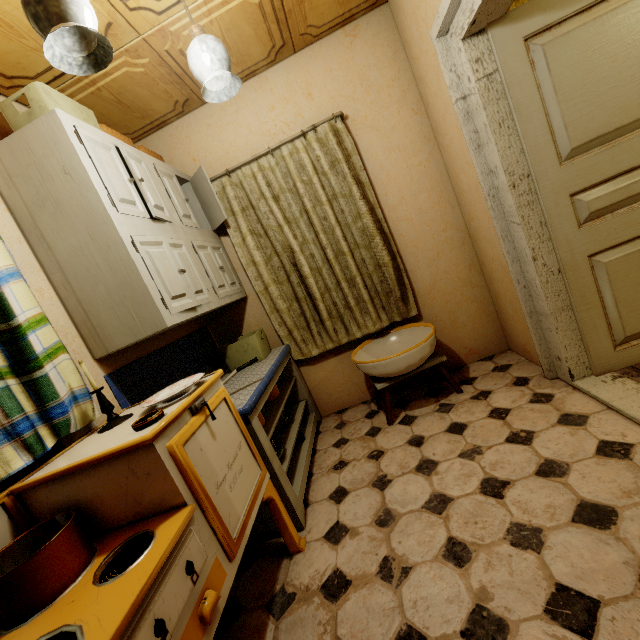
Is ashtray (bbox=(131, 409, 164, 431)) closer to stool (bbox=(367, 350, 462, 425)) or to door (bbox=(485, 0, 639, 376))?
stool (bbox=(367, 350, 462, 425))

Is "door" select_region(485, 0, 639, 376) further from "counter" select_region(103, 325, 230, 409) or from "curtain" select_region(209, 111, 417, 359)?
"counter" select_region(103, 325, 230, 409)

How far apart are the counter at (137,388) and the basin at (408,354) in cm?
55

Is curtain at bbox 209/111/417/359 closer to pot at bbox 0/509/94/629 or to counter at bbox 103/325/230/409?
counter at bbox 103/325/230/409

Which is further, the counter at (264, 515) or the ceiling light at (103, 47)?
→ the counter at (264, 515)

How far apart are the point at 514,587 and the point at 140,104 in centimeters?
346cm

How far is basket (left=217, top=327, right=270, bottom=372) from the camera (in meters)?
2.64

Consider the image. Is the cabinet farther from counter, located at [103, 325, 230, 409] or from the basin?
the basin
